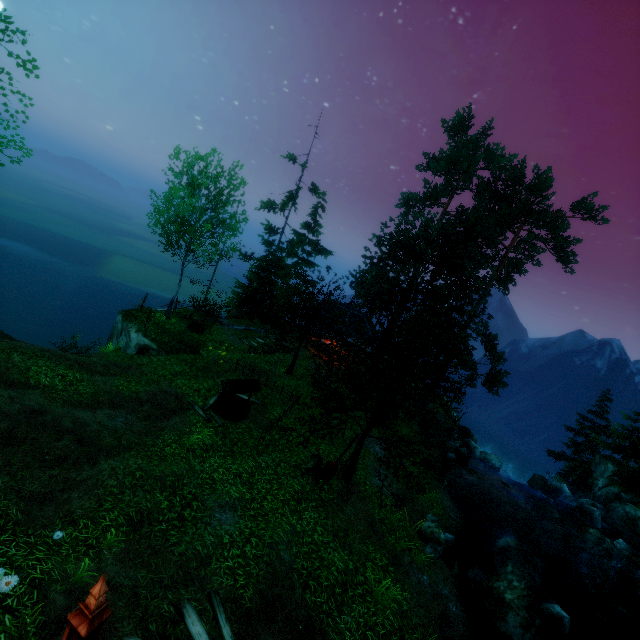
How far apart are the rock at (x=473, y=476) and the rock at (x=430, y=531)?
8.8 meters

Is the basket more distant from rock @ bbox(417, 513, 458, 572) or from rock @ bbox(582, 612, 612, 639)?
rock @ bbox(582, 612, 612, 639)

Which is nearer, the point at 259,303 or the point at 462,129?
the point at 259,303

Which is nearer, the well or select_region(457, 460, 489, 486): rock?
the well

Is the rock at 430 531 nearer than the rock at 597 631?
Yes

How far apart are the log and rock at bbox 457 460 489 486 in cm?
1910

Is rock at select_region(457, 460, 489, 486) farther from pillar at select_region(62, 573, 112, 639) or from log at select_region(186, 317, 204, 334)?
pillar at select_region(62, 573, 112, 639)

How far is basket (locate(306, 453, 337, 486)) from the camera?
11.78m
